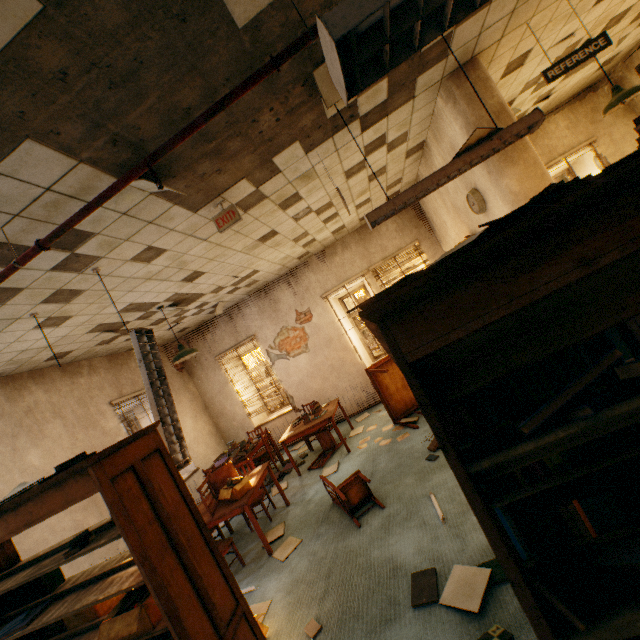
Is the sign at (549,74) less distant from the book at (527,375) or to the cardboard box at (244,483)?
the book at (527,375)

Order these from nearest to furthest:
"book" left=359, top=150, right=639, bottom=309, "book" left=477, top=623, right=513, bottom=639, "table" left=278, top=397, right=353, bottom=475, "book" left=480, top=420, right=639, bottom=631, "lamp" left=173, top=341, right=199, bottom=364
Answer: "book" left=480, top=420, right=639, bottom=631
"book" left=359, top=150, right=639, bottom=309
"book" left=477, top=623, right=513, bottom=639
"lamp" left=173, top=341, right=199, bottom=364
"table" left=278, top=397, right=353, bottom=475

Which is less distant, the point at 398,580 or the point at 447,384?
the point at 447,384

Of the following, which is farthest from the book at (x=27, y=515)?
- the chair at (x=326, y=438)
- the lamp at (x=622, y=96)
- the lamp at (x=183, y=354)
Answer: the lamp at (x=622, y=96)

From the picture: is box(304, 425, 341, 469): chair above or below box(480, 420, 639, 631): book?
below

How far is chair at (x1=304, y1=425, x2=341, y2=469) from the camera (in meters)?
6.19

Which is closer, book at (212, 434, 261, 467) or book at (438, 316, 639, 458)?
book at (438, 316, 639, 458)

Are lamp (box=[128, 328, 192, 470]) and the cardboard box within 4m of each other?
yes
